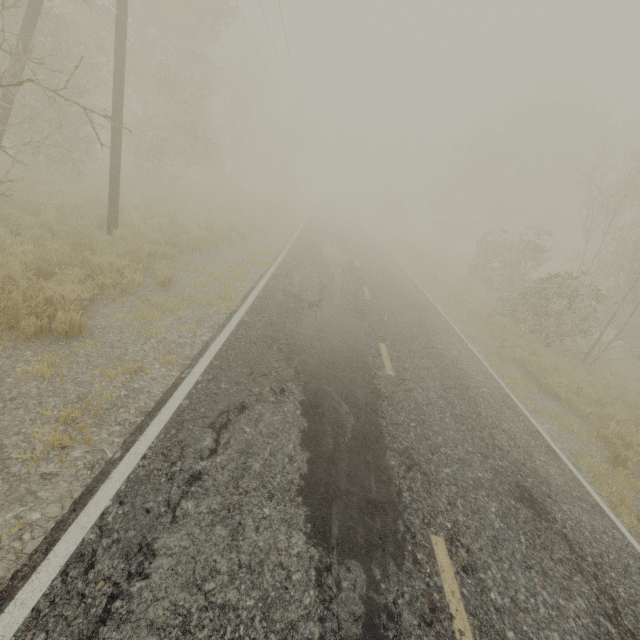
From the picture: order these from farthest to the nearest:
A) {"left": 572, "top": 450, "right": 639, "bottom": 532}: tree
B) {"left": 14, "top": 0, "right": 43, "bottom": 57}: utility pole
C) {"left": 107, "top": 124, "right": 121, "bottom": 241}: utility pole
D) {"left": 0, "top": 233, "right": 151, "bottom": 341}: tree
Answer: {"left": 107, "top": 124, "right": 121, "bottom": 241}: utility pole
{"left": 14, "top": 0, "right": 43, "bottom": 57}: utility pole
{"left": 572, "top": 450, "right": 639, "bottom": 532}: tree
{"left": 0, "top": 233, "right": 151, "bottom": 341}: tree

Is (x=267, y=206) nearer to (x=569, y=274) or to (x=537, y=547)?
(x=569, y=274)

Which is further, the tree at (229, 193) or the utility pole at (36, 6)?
the tree at (229, 193)

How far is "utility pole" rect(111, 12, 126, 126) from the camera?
8.0 meters

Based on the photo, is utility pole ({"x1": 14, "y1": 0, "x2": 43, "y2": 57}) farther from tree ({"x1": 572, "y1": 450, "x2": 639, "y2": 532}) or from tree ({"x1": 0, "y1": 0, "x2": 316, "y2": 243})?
tree ({"x1": 0, "y1": 0, "x2": 316, "y2": 243})

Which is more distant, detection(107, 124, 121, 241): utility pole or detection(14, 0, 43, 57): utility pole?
detection(107, 124, 121, 241): utility pole

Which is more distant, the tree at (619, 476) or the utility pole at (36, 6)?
the utility pole at (36, 6)
